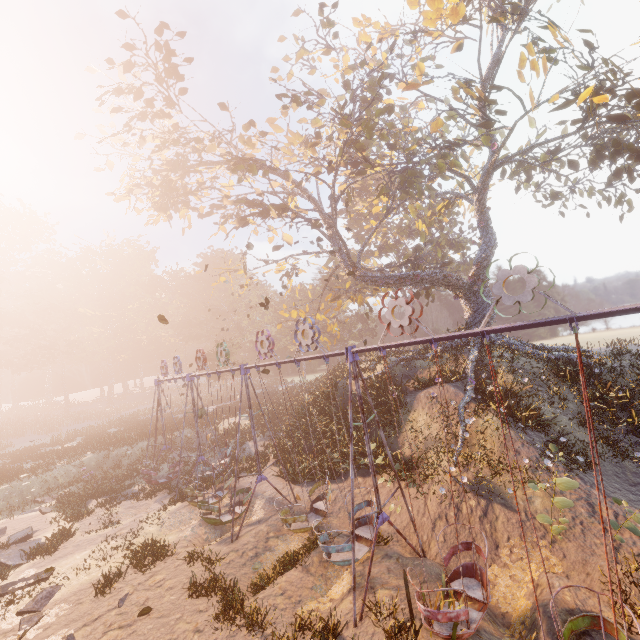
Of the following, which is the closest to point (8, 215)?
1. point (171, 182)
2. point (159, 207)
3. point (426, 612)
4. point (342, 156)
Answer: point (171, 182)

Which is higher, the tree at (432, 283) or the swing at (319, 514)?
the tree at (432, 283)

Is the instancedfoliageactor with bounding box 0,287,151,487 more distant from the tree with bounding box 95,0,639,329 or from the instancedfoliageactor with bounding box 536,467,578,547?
the instancedfoliageactor with bounding box 536,467,578,547

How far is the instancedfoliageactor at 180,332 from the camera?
47.34m

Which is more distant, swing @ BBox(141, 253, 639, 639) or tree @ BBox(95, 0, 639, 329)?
tree @ BBox(95, 0, 639, 329)

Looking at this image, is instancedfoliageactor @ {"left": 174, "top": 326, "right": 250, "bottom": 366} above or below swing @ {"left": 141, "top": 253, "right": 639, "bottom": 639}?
above

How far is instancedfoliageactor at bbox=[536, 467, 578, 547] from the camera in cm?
825

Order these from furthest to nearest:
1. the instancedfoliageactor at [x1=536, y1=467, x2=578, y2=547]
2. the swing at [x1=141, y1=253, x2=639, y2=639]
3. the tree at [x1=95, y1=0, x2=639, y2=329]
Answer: the tree at [x1=95, y1=0, x2=639, y2=329] < the instancedfoliageactor at [x1=536, y1=467, x2=578, y2=547] < the swing at [x1=141, y1=253, x2=639, y2=639]
